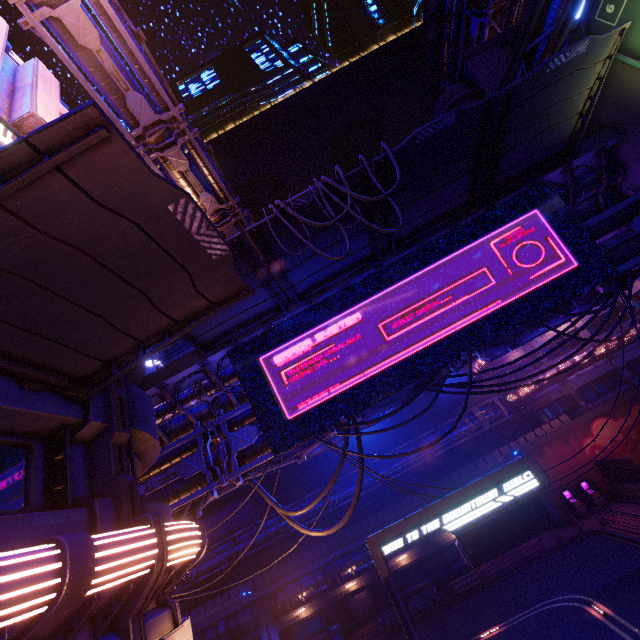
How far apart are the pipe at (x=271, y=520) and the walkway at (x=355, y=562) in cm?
278

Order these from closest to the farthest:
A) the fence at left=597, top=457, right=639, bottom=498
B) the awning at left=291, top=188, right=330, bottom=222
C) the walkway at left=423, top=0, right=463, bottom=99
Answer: the awning at left=291, top=188, right=330, bottom=222 → the fence at left=597, top=457, right=639, bottom=498 → the walkway at left=423, top=0, right=463, bottom=99

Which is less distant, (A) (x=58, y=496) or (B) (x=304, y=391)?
(A) (x=58, y=496)

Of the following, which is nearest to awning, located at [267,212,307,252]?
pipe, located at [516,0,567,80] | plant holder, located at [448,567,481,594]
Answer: pipe, located at [516,0,567,80]

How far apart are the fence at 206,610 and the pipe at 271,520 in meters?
0.0

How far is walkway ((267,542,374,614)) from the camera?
28.4 meters

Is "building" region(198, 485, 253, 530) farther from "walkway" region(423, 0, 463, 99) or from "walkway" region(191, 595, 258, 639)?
"walkway" region(191, 595, 258, 639)

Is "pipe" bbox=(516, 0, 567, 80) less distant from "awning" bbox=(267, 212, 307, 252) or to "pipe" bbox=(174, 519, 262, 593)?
"awning" bbox=(267, 212, 307, 252)
